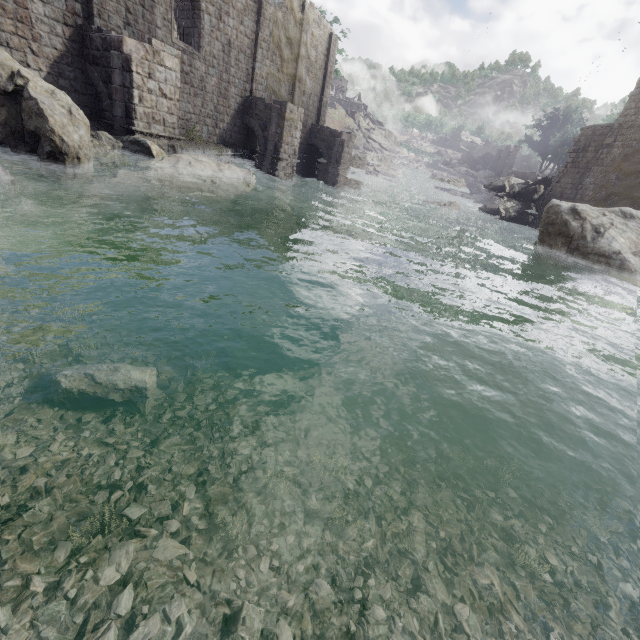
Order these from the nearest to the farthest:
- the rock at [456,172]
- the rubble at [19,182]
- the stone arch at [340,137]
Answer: the rubble at [19,182] < the stone arch at [340,137] < the rock at [456,172]

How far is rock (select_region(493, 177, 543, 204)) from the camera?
31.8m

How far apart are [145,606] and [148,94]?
15.58m

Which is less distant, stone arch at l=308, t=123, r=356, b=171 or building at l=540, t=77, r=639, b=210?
building at l=540, t=77, r=639, b=210

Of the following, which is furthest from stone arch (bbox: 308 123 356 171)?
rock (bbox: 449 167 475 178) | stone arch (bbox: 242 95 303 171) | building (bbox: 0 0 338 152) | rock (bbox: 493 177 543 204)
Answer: rock (bbox: 449 167 475 178)

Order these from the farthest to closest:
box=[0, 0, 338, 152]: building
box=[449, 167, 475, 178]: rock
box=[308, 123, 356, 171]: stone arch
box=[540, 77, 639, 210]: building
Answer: box=[449, 167, 475, 178]: rock, box=[308, 123, 356, 171]: stone arch, box=[540, 77, 639, 210]: building, box=[0, 0, 338, 152]: building

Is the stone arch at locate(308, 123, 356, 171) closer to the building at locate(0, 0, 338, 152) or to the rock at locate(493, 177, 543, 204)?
the building at locate(0, 0, 338, 152)

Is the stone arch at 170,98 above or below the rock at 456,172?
below
